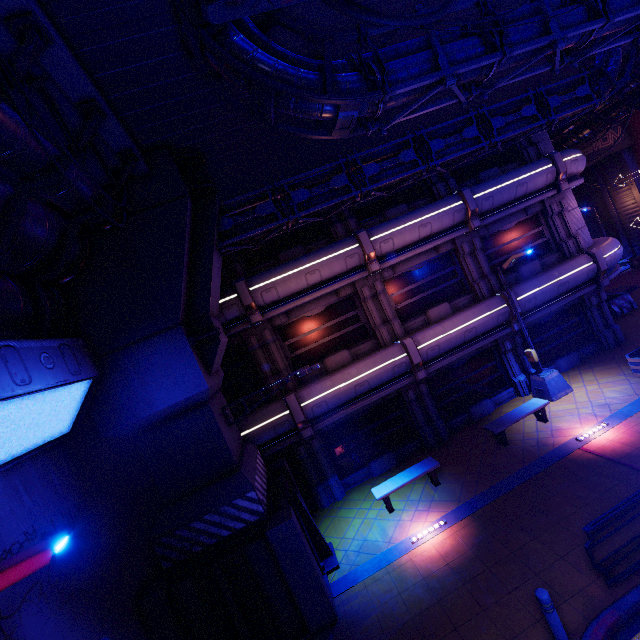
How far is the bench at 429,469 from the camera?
10.7 meters

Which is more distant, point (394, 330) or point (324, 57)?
point (394, 330)

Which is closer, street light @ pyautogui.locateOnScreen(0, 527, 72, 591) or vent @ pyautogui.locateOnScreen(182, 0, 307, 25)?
street light @ pyautogui.locateOnScreen(0, 527, 72, 591)

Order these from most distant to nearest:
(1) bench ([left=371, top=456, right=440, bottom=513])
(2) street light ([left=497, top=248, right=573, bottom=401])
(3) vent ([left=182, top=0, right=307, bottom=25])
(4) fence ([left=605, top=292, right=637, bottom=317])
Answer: (4) fence ([left=605, top=292, right=637, bottom=317]) → (2) street light ([left=497, top=248, right=573, bottom=401]) → (1) bench ([left=371, top=456, right=440, bottom=513]) → (3) vent ([left=182, top=0, right=307, bottom=25])

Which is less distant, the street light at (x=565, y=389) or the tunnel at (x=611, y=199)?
the street light at (x=565, y=389)

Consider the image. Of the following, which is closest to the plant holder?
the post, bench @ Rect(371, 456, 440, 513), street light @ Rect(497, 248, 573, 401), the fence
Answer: street light @ Rect(497, 248, 573, 401)

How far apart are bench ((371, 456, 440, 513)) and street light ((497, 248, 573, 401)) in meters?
5.6

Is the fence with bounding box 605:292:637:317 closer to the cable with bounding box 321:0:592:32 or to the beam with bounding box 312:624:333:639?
the cable with bounding box 321:0:592:32
